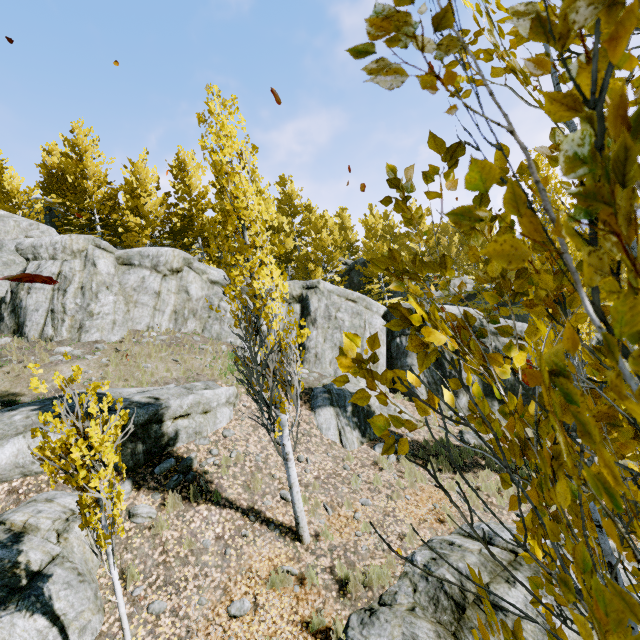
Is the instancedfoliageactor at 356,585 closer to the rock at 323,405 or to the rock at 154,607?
the rock at 323,405

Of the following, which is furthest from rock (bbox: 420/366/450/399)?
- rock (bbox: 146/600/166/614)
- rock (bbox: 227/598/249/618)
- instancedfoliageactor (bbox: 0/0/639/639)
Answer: rock (bbox: 227/598/249/618)

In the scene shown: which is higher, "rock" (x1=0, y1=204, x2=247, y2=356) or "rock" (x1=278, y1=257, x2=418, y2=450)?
"rock" (x1=0, y1=204, x2=247, y2=356)

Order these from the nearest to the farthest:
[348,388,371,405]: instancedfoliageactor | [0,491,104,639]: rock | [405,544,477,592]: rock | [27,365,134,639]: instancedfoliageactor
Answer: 1. [348,388,371,405]: instancedfoliageactor
2. [27,365,134,639]: instancedfoliageactor
3. [0,491,104,639]: rock
4. [405,544,477,592]: rock

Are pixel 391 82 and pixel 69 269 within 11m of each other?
no

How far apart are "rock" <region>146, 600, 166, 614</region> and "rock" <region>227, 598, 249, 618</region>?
1.1 meters

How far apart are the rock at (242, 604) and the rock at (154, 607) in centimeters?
105cm

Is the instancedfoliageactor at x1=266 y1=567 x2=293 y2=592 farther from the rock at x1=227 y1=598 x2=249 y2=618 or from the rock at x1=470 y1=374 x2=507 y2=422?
the rock at x1=227 y1=598 x2=249 y2=618
